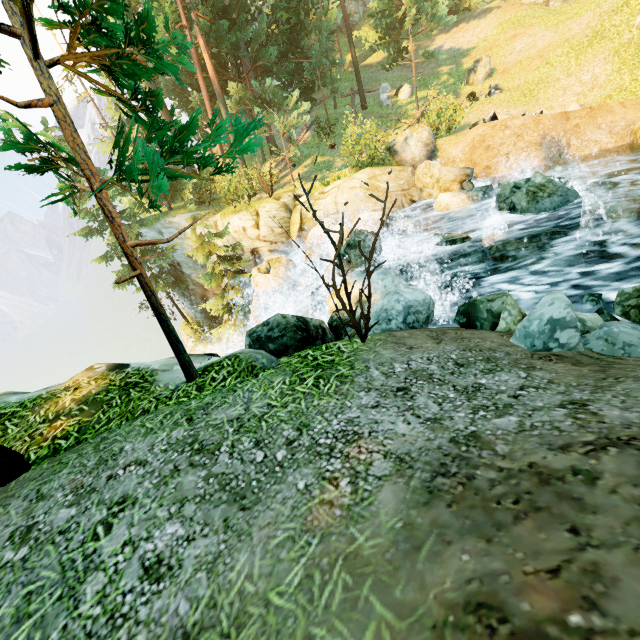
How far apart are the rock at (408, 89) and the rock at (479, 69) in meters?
3.3 m

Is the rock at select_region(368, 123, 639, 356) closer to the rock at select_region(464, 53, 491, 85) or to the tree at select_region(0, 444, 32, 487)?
the tree at select_region(0, 444, 32, 487)

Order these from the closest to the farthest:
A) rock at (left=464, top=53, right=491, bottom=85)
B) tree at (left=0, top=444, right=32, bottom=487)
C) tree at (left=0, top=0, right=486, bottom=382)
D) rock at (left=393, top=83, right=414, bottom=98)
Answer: tree at (left=0, top=0, right=486, bottom=382), tree at (left=0, top=444, right=32, bottom=487), rock at (left=464, top=53, right=491, bottom=85), rock at (left=393, top=83, right=414, bottom=98)

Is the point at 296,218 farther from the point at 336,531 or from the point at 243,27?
the point at 336,531

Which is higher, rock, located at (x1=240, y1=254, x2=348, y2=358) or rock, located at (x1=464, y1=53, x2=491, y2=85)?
rock, located at (x1=464, y1=53, x2=491, y2=85)

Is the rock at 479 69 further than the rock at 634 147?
Yes

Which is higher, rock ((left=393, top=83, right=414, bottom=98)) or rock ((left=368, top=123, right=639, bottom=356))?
rock ((left=393, top=83, right=414, bottom=98))

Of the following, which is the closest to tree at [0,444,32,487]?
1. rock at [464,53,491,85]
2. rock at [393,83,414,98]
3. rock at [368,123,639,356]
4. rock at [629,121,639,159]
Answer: rock at [393,83,414,98]
